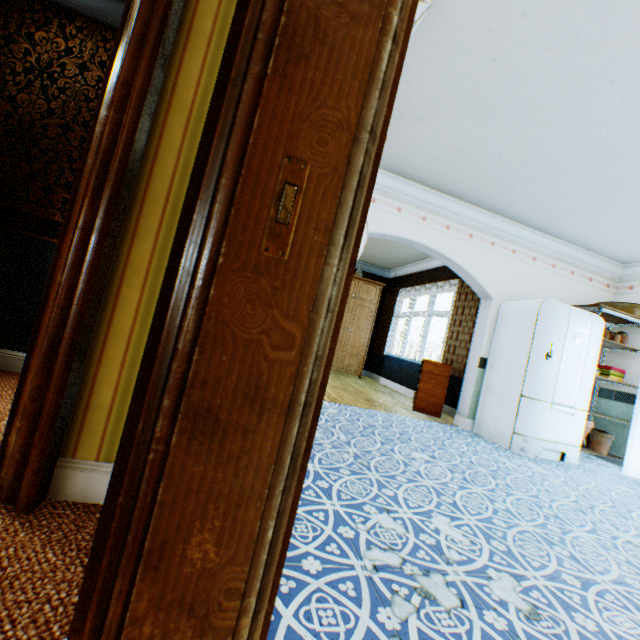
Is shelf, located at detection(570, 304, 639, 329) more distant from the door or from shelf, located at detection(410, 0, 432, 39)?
shelf, located at detection(410, 0, 432, 39)

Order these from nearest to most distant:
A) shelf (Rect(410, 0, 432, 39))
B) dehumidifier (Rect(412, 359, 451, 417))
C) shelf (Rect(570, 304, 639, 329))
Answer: shelf (Rect(410, 0, 432, 39)) < shelf (Rect(570, 304, 639, 329)) < dehumidifier (Rect(412, 359, 451, 417))

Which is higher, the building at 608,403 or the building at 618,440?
the building at 608,403

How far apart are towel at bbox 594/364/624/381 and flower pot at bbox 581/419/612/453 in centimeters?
83cm

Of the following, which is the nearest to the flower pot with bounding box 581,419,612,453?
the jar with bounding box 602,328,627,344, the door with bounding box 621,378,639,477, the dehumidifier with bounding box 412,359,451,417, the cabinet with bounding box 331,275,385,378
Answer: the door with bounding box 621,378,639,477

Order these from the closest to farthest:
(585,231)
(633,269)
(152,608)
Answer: (152,608), (585,231), (633,269)

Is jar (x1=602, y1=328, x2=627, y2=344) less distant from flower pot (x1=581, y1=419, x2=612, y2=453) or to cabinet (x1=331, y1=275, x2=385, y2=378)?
flower pot (x1=581, y1=419, x2=612, y2=453)

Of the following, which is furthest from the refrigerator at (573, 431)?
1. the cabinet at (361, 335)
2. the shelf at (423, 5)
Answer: the cabinet at (361, 335)
